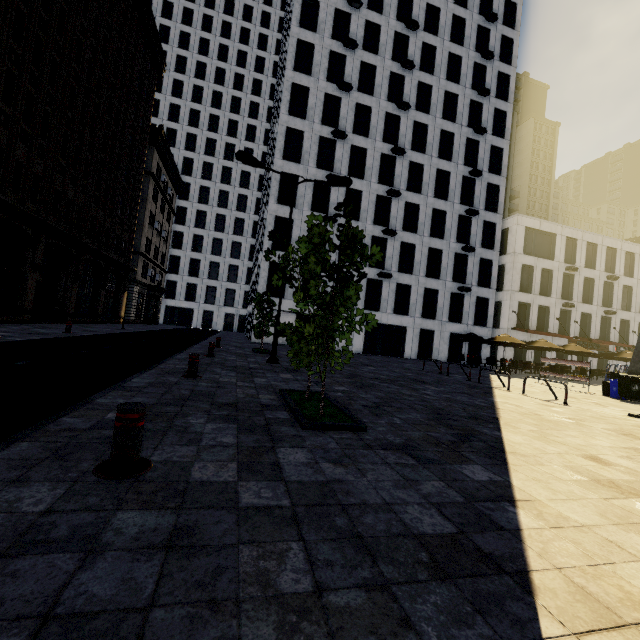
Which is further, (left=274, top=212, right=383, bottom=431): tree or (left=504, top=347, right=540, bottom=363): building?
(left=504, top=347, right=540, bottom=363): building

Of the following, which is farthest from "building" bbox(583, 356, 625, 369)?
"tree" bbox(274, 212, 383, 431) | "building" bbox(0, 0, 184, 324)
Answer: "tree" bbox(274, 212, 383, 431)

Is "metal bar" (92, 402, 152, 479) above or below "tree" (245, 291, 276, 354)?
below

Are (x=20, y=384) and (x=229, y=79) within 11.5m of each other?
no

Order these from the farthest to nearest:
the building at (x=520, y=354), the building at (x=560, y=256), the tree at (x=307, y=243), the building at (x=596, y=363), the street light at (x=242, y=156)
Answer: the building at (x=596, y=363) < the building at (x=560, y=256) < the building at (x=520, y=354) < the street light at (x=242, y=156) < the tree at (x=307, y=243)

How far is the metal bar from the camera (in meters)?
2.70

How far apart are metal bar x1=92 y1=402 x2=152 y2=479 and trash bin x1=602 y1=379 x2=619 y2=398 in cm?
→ 1906

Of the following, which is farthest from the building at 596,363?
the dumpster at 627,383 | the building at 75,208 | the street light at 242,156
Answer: the street light at 242,156
